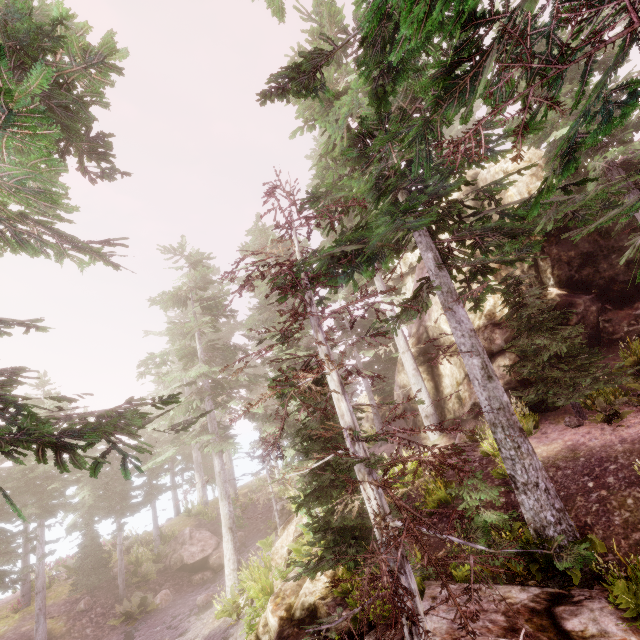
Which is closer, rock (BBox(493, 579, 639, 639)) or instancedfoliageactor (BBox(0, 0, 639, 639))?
instancedfoliageactor (BBox(0, 0, 639, 639))

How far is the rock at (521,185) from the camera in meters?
15.9

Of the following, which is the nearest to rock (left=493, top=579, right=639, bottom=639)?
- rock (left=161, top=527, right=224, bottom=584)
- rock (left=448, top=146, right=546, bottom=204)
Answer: rock (left=448, top=146, right=546, bottom=204)

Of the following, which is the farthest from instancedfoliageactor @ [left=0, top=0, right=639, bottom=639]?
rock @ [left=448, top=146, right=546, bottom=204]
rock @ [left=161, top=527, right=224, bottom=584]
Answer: rock @ [left=161, top=527, right=224, bottom=584]

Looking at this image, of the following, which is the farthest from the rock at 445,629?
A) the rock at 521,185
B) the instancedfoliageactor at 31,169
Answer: the rock at 521,185

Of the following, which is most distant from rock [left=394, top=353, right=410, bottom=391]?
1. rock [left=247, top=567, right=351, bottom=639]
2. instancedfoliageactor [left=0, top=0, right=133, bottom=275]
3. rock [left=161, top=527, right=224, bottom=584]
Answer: rock [left=161, top=527, right=224, bottom=584]

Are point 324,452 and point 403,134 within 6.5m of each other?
no
